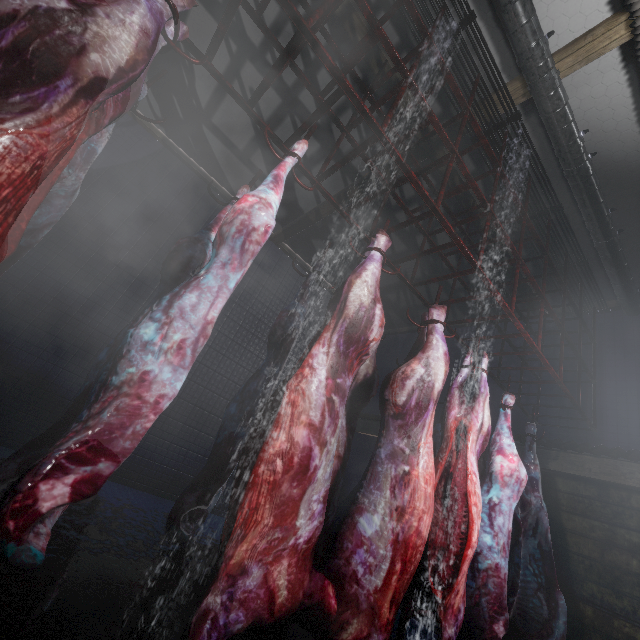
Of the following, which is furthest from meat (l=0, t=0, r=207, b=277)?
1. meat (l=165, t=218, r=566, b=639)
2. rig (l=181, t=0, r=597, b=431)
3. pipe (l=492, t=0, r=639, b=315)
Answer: pipe (l=492, t=0, r=639, b=315)

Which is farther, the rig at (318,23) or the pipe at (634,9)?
the pipe at (634,9)

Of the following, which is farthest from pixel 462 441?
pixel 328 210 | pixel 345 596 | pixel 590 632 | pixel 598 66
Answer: pixel 328 210

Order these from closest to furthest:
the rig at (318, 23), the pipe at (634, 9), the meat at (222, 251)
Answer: the meat at (222, 251)
the rig at (318, 23)
the pipe at (634, 9)

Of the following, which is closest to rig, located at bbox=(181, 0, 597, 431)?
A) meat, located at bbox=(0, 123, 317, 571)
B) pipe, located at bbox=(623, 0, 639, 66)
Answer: meat, located at bbox=(0, 123, 317, 571)

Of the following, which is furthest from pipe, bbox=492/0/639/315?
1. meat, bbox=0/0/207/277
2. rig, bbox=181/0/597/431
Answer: meat, bbox=0/0/207/277

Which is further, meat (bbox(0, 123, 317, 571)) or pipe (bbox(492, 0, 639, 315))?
pipe (bbox(492, 0, 639, 315))
